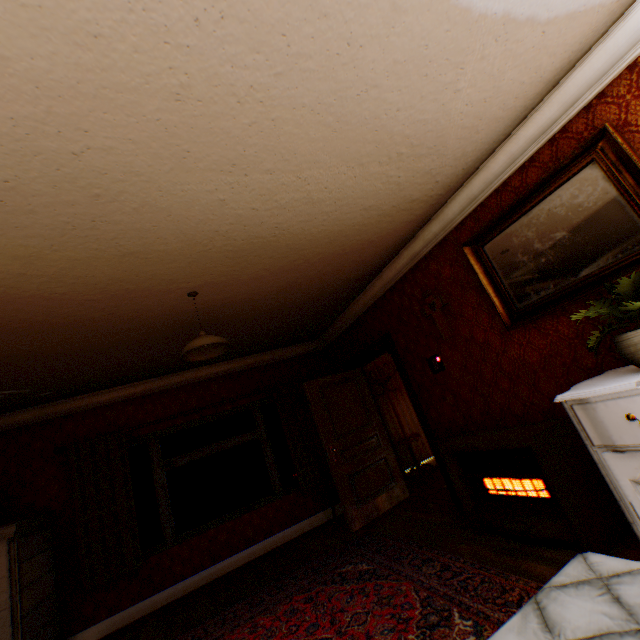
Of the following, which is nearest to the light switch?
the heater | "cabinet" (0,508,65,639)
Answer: the heater

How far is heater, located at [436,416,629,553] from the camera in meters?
2.5

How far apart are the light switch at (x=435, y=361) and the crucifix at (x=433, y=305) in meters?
0.3 m

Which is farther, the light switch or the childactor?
the childactor

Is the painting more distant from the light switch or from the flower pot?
the light switch

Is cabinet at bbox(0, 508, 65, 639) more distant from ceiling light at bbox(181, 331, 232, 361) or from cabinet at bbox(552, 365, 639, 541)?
cabinet at bbox(552, 365, 639, 541)

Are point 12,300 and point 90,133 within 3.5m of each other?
yes

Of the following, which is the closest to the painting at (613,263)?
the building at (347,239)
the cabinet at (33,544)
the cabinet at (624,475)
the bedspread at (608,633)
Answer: the building at (347,239)
